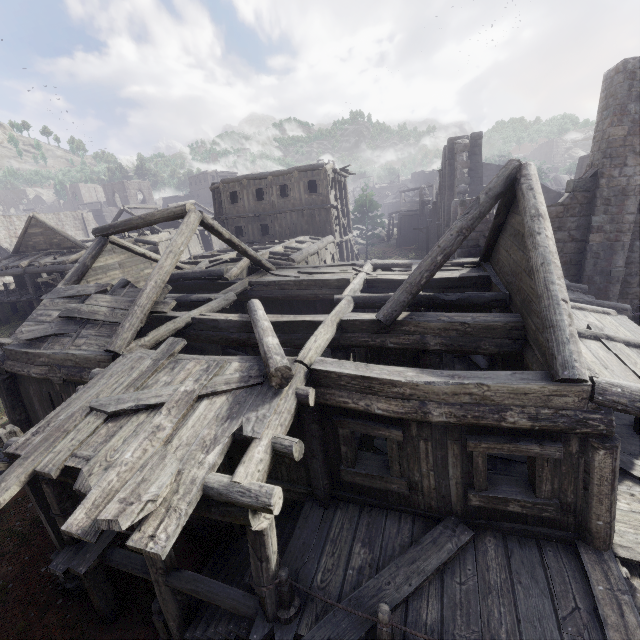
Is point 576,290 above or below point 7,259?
below

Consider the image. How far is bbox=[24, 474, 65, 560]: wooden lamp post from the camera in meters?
7.1 m

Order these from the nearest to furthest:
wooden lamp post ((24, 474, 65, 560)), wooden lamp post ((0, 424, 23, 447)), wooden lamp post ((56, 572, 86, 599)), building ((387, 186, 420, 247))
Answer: wooden lamp post ((0, 424, 23, 447)) → wooden lamp post ((24, 474, 65, 560)) → wooden lamp post ((56, 572, 86, 599)) → building ((387, 186, 420, 247))

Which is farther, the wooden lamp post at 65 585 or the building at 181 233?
the wooden lamp post at 65 585

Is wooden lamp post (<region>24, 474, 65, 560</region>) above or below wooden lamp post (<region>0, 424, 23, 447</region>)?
below

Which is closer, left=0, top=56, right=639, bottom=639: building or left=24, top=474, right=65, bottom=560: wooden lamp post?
left=0, top=56, right=639, bottom=639: building
